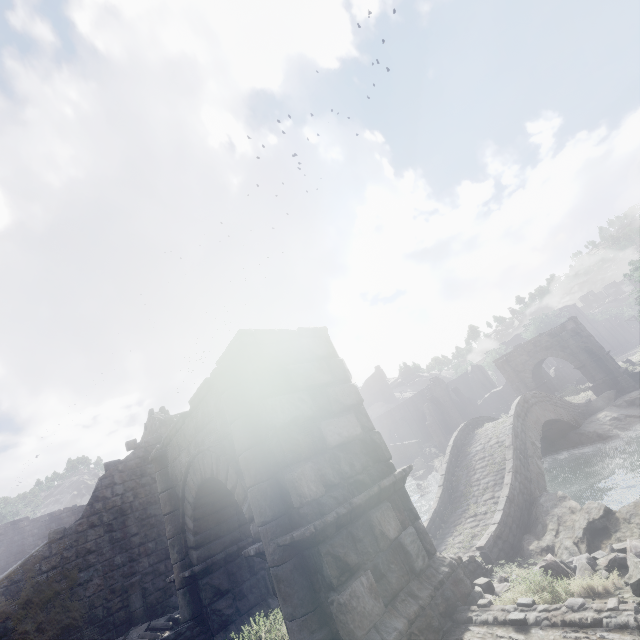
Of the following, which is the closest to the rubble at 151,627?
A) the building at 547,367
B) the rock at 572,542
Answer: the building at 547,367

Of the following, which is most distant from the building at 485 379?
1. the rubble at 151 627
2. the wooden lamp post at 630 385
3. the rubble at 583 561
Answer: the wooden lamp post at 630 385

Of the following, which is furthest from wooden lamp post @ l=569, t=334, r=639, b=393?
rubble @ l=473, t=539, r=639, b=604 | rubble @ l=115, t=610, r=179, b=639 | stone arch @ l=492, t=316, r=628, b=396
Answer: rubble @ l=115, t=610, r=179, b=639

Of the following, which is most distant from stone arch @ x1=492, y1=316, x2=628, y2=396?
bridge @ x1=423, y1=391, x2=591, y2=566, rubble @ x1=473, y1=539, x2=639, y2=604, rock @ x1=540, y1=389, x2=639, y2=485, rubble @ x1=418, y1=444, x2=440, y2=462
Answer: rubble @ x1=418, y1=444, x2=440, y2=462

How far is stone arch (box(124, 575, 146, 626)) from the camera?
11.30m

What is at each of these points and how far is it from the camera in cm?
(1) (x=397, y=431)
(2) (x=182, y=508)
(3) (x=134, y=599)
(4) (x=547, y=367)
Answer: (1) building, 5316
(2) stone arch, 912
(3) stone arch, 1155
(4) building, 5159

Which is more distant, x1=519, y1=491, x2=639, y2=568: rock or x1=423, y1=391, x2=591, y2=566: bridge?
x1=423, y1=391, x2=591, y2=566: bridge

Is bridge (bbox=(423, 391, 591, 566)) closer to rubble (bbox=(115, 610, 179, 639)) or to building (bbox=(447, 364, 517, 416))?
rubble (bbox=(115, 610, 179, 639))
